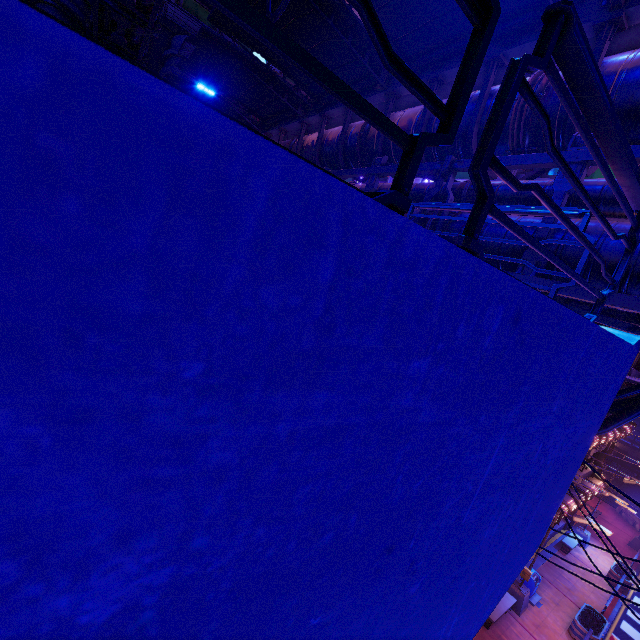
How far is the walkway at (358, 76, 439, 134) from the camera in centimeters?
815cm

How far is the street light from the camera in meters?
15.9

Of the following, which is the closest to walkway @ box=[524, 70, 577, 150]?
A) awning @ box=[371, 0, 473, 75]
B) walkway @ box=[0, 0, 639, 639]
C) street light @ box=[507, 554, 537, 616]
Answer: awning @ box=[371, 0, 473, 75]

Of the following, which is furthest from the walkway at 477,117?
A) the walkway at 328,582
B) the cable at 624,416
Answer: the walkway at 328,582

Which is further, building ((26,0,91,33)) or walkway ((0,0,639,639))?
building ((26,0,91,33))

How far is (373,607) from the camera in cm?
178

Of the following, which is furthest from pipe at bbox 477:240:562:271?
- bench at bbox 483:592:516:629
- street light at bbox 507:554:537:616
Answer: bench at bbox 483:592:516:629

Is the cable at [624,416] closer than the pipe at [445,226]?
Yes
